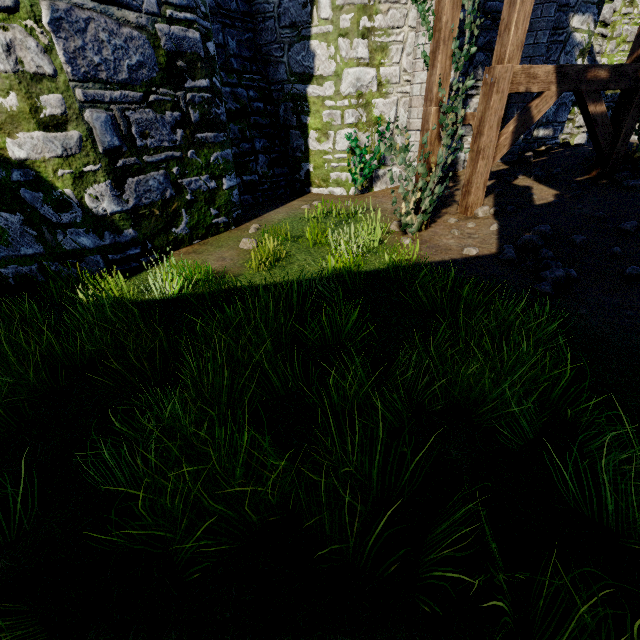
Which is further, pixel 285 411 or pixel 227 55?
pixel 227 55

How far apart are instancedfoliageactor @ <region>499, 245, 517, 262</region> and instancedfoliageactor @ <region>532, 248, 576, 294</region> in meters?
0.1 m

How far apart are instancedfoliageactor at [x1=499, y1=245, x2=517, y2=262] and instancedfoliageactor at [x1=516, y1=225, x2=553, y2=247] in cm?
21

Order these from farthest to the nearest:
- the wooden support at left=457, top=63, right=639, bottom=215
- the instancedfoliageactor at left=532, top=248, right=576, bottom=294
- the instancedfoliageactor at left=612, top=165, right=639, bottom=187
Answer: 1. the instancedfoliageactor at left=612, top=165, right=639, bottom=187
2. the wooden support at left=457, top=63, right=639, bottom=215
3. the instancedfoliageactor at left=532, top=248, right=576, bottom=294

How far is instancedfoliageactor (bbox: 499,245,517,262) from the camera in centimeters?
488cm

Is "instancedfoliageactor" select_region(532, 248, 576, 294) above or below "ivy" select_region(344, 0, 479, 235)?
below

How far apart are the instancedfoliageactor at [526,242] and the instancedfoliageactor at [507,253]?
0.2 meters

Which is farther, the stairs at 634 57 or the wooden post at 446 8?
the stairs at 634 57
